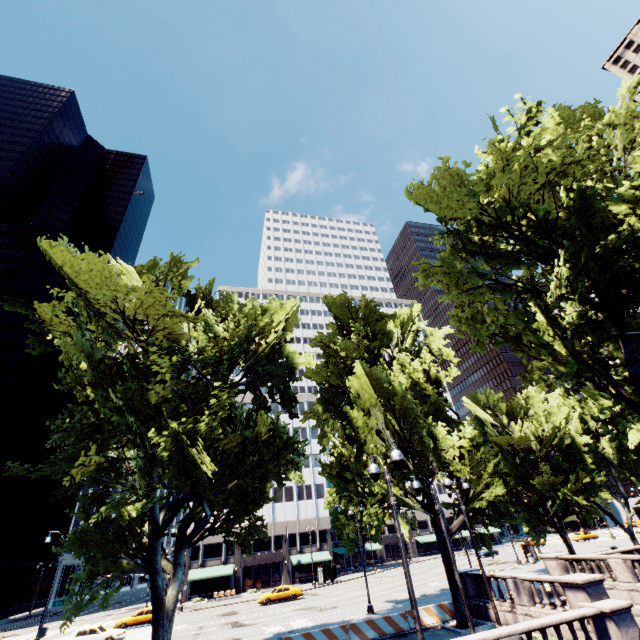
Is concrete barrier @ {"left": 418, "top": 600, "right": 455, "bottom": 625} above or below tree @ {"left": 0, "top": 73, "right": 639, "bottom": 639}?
below

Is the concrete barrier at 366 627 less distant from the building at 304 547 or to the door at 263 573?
the building at 304 547

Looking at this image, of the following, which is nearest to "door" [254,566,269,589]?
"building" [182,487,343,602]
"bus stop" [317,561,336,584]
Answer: "building" [182,487,343,602]

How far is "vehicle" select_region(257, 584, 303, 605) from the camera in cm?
3722

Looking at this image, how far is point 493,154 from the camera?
12.4m

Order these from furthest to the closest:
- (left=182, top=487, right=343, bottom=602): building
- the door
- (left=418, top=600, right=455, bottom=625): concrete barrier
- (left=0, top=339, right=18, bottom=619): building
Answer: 1. (left=0, top=339, right=18, bottom=619): building
2. the door
3. (left=182, top=487, right=343, bottom=602): building
4. (left=418, top=600, right=455, bottom=625): concrete barrier

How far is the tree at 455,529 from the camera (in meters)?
21.11

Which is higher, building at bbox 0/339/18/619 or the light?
building at bbox 0/339/18/619
